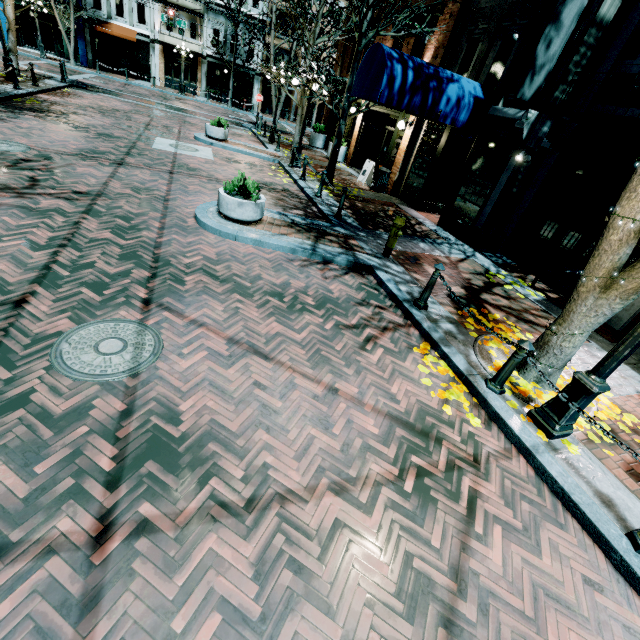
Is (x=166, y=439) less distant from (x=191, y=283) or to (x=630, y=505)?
(x=191, y=283)

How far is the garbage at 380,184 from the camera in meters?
13.7

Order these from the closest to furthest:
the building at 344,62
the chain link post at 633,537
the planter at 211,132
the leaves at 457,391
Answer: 1. the chain link post at 633,537
2. the leaves at 457,391
3. the planter at 211,132
4. the building at 344,62

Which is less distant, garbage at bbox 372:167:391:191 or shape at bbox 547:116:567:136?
garbage at bbox 372:167:391:191

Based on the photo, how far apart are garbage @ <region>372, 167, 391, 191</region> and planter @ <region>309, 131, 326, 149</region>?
8.5m

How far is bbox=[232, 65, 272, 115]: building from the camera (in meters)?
31.93

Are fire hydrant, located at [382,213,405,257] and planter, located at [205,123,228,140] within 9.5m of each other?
no

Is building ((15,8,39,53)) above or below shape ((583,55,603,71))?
below
